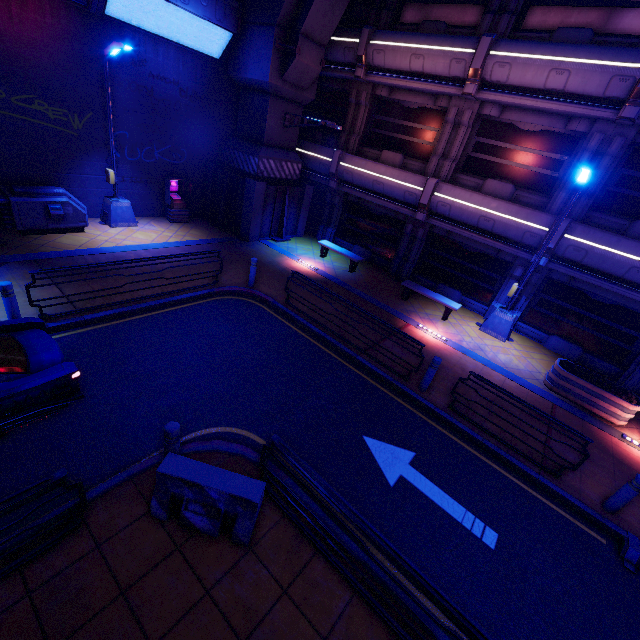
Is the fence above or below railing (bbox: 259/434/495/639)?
below

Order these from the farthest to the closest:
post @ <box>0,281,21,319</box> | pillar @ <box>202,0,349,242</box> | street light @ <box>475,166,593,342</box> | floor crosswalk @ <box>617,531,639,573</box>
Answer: pillar @ <box>202,0,349,242</box>
street light @ <box>475,166,593,342</box>
post @ <box>0,281,21,319</box>
floor crosswalk @ <box>617,531,639,573</box>

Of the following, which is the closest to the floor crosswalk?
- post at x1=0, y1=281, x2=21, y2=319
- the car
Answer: the car

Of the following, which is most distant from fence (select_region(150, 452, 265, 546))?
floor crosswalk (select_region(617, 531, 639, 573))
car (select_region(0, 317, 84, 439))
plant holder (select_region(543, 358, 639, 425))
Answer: plant holder (select_region(543, 358, 639, 425))

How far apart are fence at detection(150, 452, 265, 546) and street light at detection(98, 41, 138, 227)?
11.8m

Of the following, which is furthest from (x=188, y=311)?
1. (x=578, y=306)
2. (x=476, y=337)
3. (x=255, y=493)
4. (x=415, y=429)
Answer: (x=578, y=306)

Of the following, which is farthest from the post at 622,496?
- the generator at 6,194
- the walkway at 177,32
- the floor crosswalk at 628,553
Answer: the walkway at 177,32

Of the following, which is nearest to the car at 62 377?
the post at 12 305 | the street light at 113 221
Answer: the post at 12 305
